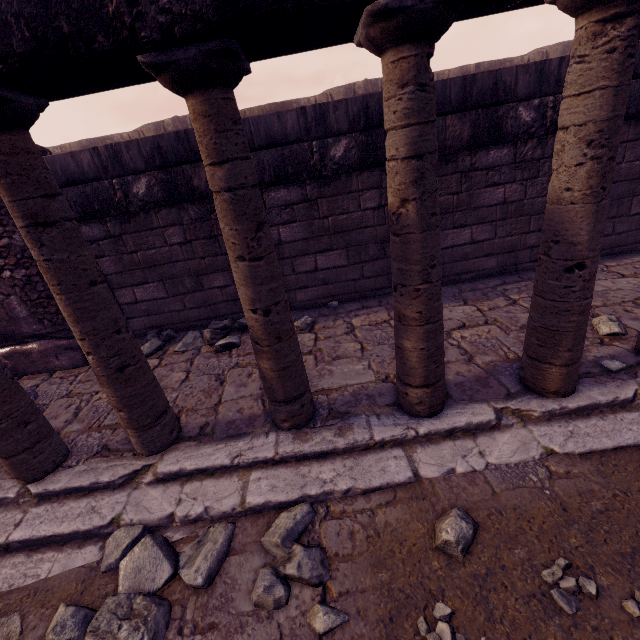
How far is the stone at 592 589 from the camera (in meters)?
1.50

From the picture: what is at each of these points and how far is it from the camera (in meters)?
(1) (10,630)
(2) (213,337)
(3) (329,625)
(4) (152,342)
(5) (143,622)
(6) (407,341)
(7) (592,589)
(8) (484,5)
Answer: (1) rocks, 1.88
(2) rocks, 4.32
(3) rocks, 1.60
(4) rocks, 4.47
(5) rocks, 1.74
(6) column, 2.31
(7) stone, 1.52
(8) entablature, 1.73

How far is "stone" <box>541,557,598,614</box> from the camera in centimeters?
150cm

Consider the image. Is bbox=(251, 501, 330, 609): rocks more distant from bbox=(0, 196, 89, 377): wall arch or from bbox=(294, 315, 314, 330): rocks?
bbox=(0, 196, 89, 377): wall arch

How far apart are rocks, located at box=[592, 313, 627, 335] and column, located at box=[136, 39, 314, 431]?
2.8m

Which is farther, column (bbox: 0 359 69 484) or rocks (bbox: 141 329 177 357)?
rocks (bbox: 141 329 177 357)

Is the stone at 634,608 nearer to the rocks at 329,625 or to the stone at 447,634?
the stone at 447,634

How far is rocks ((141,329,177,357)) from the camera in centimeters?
437cm
